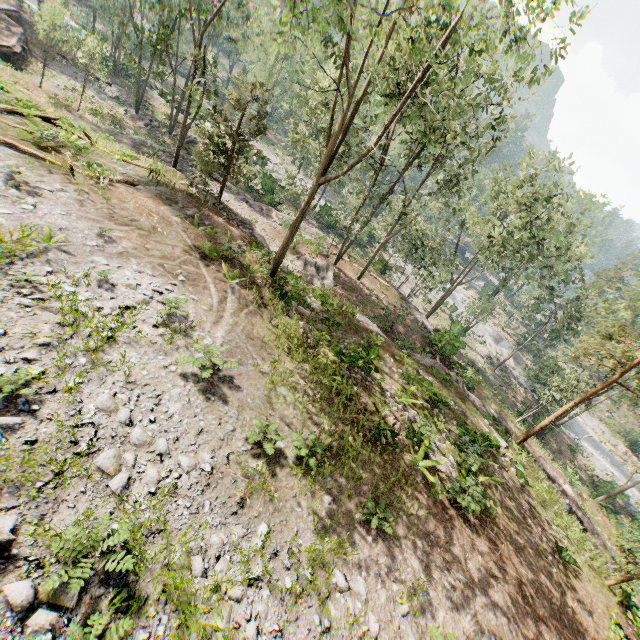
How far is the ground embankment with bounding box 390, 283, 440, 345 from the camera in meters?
26.3

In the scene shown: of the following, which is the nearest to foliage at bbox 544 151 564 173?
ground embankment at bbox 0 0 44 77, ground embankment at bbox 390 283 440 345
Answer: ground embankment at bbox 390 283 440 345

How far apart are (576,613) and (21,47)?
55.4 meters

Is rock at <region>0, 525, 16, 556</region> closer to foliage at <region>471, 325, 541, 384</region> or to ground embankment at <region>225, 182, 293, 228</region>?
foliage at <region>471, 325, 541, 384</region>

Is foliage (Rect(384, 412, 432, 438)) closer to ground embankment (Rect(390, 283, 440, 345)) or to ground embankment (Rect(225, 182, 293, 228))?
ground embankment (Rect(225, 182, 293, 228))

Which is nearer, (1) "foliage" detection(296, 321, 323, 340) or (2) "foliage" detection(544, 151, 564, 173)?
(1) "foliage" detection(296, 321, 323, 340)

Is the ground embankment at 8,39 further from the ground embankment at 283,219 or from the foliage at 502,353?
the foliage at 502,353

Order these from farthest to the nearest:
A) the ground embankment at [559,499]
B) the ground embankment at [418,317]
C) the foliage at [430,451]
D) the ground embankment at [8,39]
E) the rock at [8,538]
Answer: the ground embankment at [8,39]
the ground embankment at [418,317]
the ground embankment at [559,499]
the foliage at [430,451]
the rock at [8,538]
